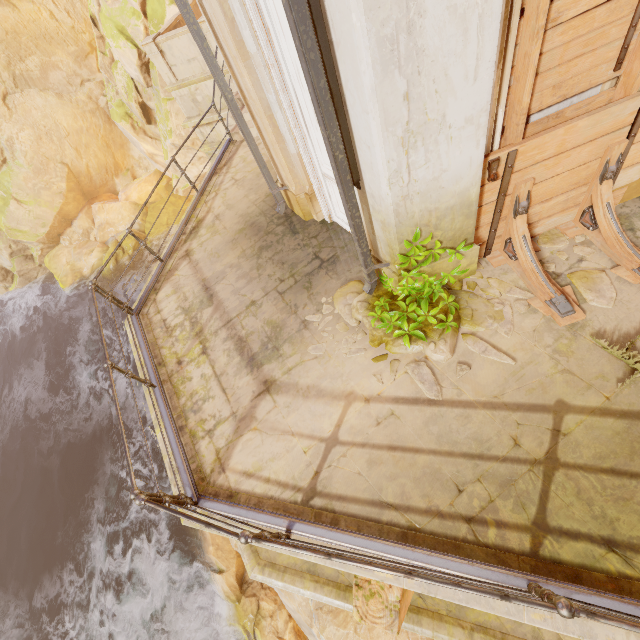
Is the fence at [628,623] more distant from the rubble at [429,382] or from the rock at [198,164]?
the rock at [198,164]

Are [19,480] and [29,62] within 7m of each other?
no

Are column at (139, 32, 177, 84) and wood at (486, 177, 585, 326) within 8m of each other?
no

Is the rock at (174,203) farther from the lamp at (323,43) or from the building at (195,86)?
the lamp at (323,43)

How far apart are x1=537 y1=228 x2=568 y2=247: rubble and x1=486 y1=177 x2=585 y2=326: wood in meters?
0.1 m

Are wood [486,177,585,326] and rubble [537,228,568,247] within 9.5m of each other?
yes

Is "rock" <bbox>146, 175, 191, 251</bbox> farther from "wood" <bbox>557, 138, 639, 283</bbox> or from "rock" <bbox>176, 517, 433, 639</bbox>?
"wood" <bbox>557, 138, 639, 283</bbox>

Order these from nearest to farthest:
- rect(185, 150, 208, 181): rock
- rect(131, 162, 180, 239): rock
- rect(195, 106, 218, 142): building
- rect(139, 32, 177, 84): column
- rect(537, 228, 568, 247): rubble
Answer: rect(537, 228, 568, 247): rubble < rect(139, 32, 177, 84): column < rect(195, 106, 218, 142): building < rect(185, 150, 208, 181): rock < rect(131, 162, 180, 239): rock
